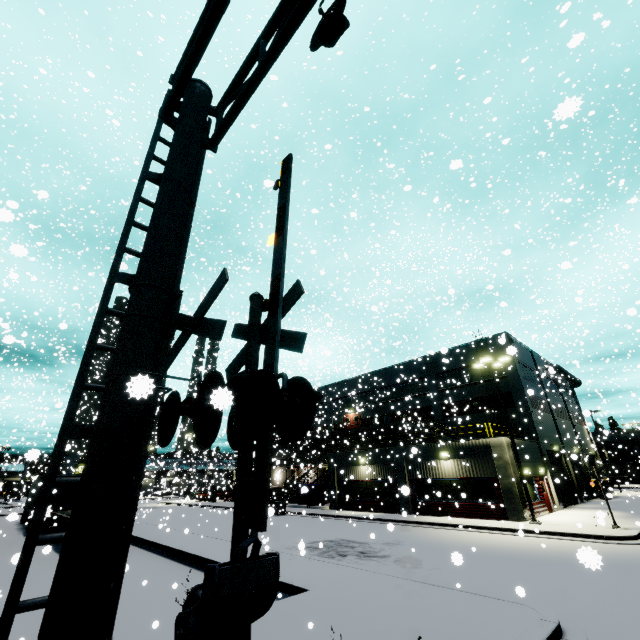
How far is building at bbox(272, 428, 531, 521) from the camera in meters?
20.7

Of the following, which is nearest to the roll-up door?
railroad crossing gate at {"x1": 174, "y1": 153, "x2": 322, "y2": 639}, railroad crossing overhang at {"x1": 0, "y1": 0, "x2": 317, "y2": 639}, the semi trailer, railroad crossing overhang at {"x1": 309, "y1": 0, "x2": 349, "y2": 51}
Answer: the semi trailer

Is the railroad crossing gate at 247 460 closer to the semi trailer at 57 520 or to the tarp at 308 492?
the semi trailer at 57 520

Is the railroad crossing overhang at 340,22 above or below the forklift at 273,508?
above

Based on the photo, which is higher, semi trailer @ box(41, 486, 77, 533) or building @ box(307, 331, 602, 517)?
building @ box(307, 331, 602, 517)

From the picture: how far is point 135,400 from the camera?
3.27m

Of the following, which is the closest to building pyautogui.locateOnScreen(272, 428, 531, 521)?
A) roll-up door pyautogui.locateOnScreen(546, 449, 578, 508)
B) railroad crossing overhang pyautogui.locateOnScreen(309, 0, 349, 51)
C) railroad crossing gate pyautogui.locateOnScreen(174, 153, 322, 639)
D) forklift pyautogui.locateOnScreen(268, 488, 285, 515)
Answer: roll-up door pyautogui.locateOnScreen(546, 449, 578, 508)
